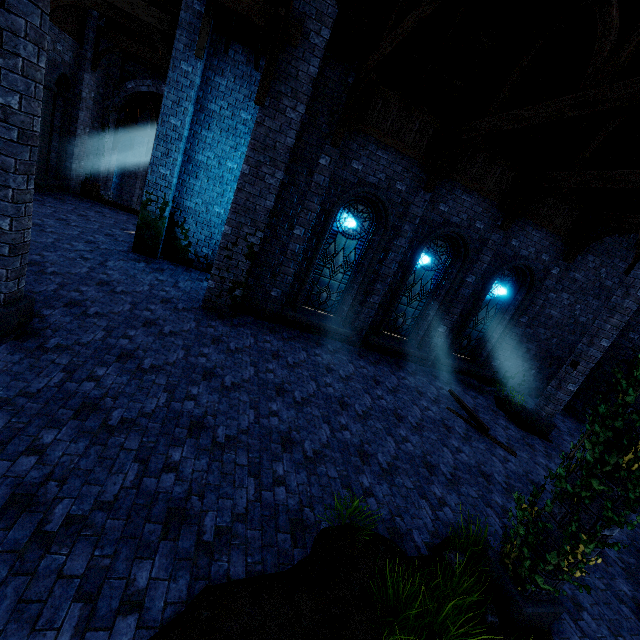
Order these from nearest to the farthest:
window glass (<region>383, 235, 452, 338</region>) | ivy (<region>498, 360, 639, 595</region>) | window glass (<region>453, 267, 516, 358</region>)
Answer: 1. ivy (<region>498, 360, 639, 595</region>)
2. window glass (<region>383, 235, 452, 338</region>)
3. window glass (<region>453, 267, 516, 358</region>)

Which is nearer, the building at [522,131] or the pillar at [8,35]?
the pillar at [8,35]

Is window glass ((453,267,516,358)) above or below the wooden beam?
above

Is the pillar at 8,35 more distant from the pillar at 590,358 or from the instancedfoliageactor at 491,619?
the pillar at 590,358

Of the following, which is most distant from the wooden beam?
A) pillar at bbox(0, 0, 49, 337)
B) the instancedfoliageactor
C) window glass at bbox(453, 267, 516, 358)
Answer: pillar at bbox(0, 0, 49, 337)

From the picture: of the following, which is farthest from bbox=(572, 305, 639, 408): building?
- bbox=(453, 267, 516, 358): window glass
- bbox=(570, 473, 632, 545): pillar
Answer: bbox=(453, 267, 516, 358): window glass

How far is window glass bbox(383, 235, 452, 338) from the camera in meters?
10.6 m

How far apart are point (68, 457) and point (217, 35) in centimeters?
1151cm
